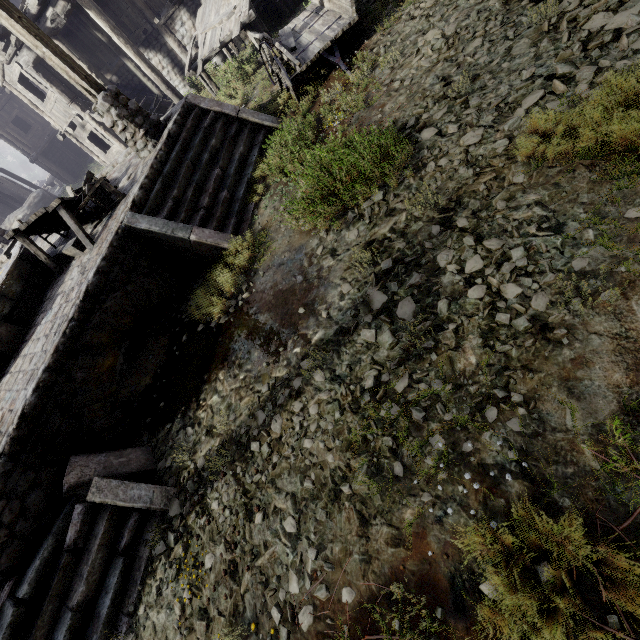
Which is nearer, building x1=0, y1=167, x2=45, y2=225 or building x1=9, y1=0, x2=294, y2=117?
building x1=9, y1=0, x2=294, y2=117

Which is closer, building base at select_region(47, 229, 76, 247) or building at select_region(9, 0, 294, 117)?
building base at select_region(47, 229, 76, 247)

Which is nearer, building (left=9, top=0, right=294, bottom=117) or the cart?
the cart

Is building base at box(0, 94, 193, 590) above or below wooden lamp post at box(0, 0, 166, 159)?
below

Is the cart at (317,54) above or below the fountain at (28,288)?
below

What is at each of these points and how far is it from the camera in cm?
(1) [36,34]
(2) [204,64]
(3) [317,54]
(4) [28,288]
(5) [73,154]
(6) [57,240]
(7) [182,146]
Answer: (1) wooden lamp post, 592
(2) building, 1120
(3) cart, 689
(4) fountain, 721
(5) building, 2659
(6) building base, 977
(7) stairs, 700

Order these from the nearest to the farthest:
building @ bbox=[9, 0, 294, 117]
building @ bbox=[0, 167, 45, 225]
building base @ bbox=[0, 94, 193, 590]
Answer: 1. building base @ bbox=[0, 94, 193, 590]
2. building @ bbox=[9, 0, 294, 117]
3. building @ bbox=[0, 167, 45, 225]

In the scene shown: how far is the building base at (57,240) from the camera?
8.69m
